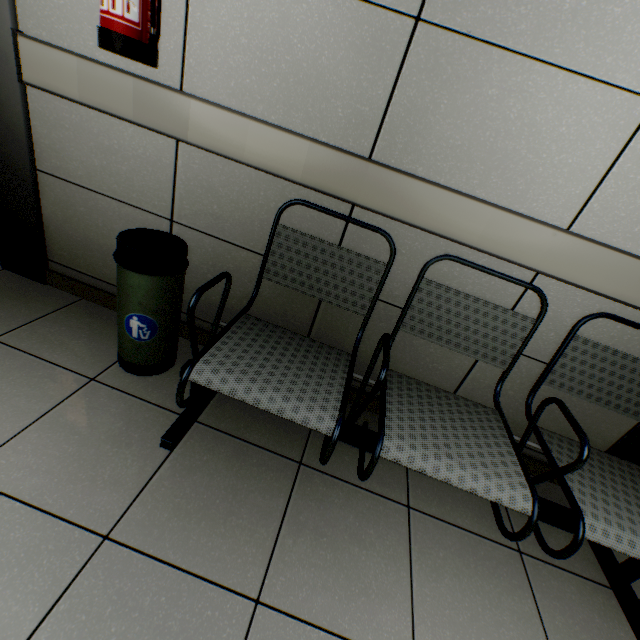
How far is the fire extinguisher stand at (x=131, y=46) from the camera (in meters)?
1.08

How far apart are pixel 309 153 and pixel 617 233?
Answer: 1.21m

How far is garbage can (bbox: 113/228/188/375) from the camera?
1.3m

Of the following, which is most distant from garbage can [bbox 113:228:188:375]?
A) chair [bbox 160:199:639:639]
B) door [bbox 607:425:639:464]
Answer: door [bbox 607:425:639:464]

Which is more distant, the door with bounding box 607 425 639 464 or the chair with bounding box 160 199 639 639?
the door with bounding box 607 425 639 464

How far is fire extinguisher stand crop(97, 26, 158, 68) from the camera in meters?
1.1

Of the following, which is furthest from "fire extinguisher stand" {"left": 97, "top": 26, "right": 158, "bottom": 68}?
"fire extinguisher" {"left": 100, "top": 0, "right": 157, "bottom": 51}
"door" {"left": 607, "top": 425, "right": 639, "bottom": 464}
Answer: "door" {"left": 607, "top": 425, "right": 639, "bottom": 464}

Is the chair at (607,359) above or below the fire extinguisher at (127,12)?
below
